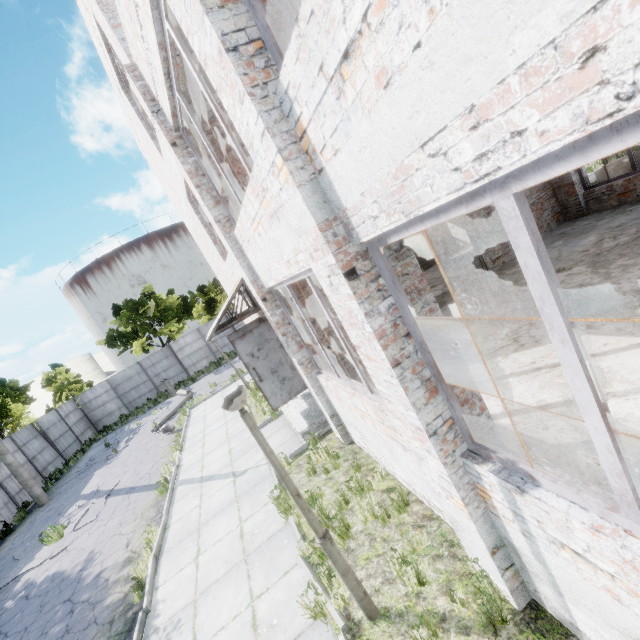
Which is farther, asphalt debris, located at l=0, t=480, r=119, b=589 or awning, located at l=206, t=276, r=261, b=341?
asphalt debris, located at l=0, t=480, r=119, b=589

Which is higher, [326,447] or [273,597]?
[326,447]

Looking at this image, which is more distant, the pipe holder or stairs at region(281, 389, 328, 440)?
the pipe holder

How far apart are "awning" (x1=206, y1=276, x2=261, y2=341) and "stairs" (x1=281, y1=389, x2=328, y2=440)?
2.8 meters

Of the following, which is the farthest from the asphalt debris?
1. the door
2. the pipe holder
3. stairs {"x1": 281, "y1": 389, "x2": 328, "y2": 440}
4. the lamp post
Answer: the pipe holder

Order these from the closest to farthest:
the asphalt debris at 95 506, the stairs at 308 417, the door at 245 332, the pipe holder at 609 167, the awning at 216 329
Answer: the awning at 216 329 → the door at 245 332 → the stairs at 308 417 → the asphalt debris at 95 506 → the pipe holder at 609 167

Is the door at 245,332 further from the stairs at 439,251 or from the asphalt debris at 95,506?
the asphalt debris at 95,506

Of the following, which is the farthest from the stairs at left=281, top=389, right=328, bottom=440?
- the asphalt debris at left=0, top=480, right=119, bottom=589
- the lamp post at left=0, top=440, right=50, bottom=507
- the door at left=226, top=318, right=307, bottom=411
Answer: the lamp post at left=0, top=440, right=50, bottom=507
